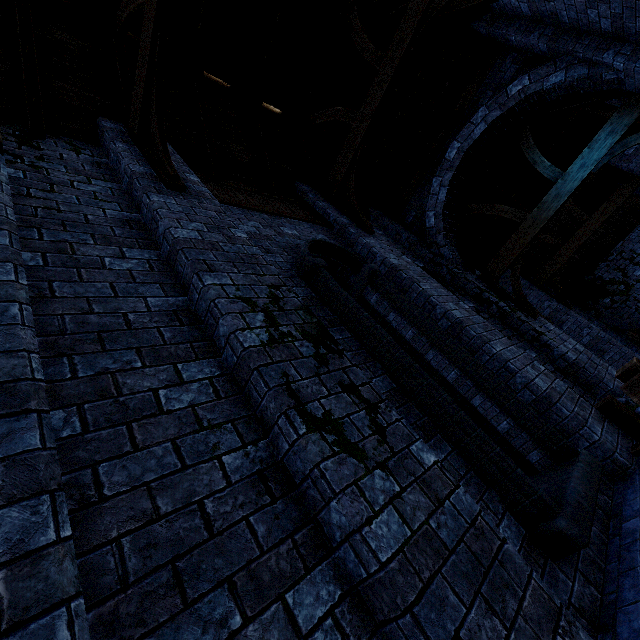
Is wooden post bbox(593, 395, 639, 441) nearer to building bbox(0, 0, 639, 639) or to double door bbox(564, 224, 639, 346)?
building bbox(0, 0, 639, 639)

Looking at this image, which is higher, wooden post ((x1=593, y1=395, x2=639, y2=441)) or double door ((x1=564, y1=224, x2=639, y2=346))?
double door ((x1=564, y1=224, x2=639, y2=346))

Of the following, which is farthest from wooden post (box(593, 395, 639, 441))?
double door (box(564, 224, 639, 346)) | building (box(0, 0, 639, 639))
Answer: double door (box(564, 224, 639, 346))

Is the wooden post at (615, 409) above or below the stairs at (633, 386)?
below

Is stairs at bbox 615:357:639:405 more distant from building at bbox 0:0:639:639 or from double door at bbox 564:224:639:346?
double door at bbox 564:224:639:346

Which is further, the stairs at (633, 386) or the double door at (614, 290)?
the double door at (614, 290)

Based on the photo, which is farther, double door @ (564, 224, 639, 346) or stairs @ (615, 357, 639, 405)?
double door @ (564, 224, 639, 346)

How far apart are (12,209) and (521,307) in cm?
908
